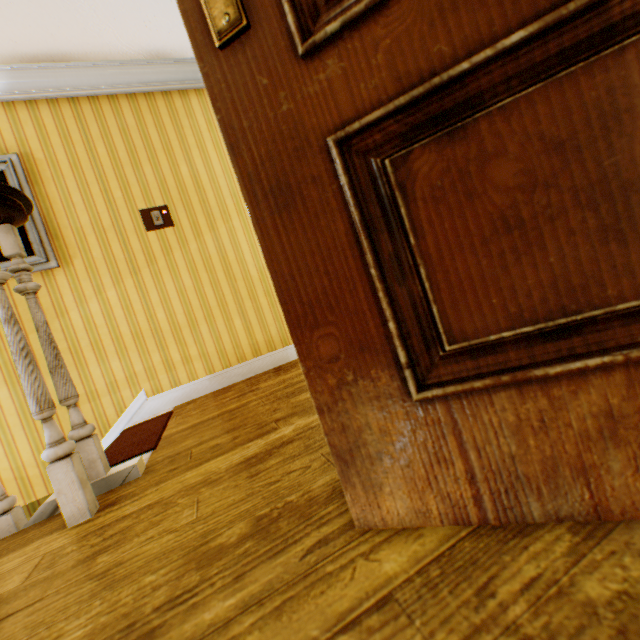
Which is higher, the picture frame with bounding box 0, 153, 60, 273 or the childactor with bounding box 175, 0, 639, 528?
the picture frame with bounding box 0, 153, 60, 273

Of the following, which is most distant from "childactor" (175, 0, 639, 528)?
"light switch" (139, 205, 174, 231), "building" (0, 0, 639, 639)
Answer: "light switch" (139, 205, 174, 231)

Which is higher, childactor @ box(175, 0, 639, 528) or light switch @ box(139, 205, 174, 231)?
light switch @ box(139, 205, 174, 231)

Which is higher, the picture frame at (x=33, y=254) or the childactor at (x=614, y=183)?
the picture frame at (x=33, y=254)

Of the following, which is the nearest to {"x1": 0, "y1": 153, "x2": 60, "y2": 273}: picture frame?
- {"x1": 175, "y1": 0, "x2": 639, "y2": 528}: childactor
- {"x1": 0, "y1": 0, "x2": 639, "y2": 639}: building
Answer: {"x1": 0, "y1": 0, "x2": 639, "y2": 639}: building

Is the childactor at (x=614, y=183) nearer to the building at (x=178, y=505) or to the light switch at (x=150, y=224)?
the building at (x=178, y=505)

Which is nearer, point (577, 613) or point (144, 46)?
point (577, 613)

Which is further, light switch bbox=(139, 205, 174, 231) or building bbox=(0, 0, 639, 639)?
light switch bbox=(139, 205, 174, 231)
